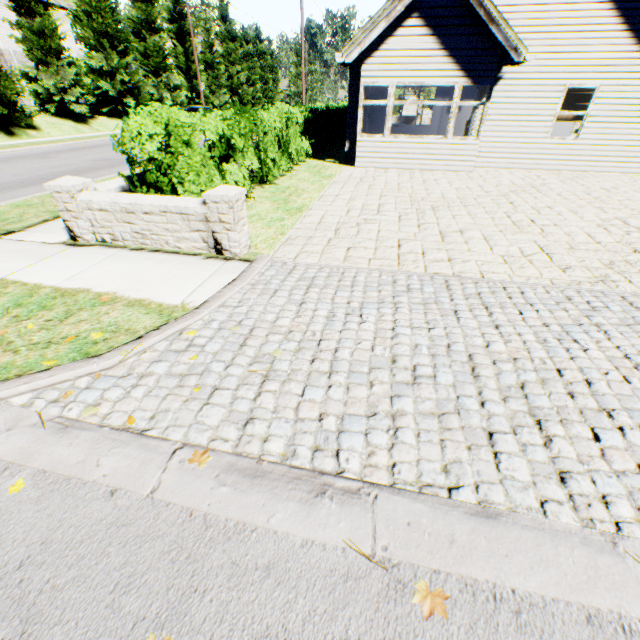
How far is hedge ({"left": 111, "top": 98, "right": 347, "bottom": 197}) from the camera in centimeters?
500cm

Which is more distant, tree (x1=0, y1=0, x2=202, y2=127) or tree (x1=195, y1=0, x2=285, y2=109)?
tree (x1=195, y1=0, x2=285, y2=109)

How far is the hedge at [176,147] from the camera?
5.0m

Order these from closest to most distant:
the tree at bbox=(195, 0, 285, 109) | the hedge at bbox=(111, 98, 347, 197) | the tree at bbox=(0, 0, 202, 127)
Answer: the hedge at bbox=(111, 98, 347, 197)
the tree at bbox=(0, 0, 202, 127)
the tree at bbox=(195, 0, 285, 109)

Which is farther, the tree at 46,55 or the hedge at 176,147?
the tree at 46,55

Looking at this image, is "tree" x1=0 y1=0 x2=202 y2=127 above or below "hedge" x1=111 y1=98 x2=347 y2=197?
above

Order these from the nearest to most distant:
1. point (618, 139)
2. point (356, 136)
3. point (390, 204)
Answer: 1. point (390, 204)
2. point (618, 139)
3. point (356, 136)

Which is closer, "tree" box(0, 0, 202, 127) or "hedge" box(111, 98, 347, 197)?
"hedge" box(111, 98, 347, 197)
